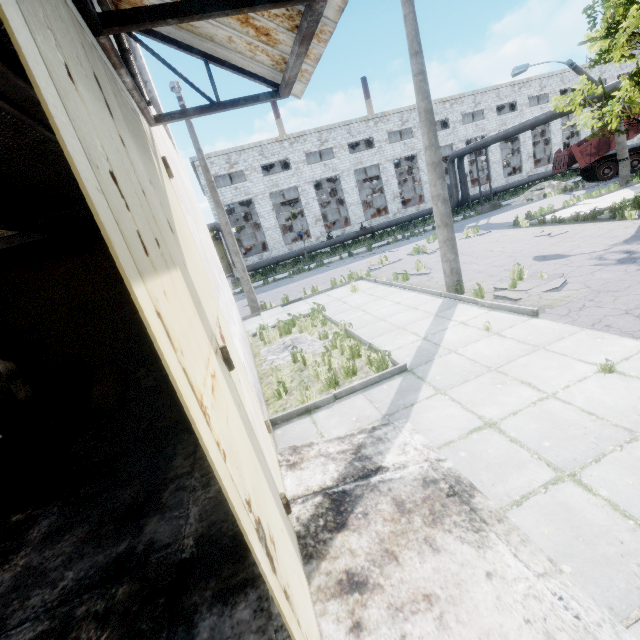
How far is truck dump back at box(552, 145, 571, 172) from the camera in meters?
23.6

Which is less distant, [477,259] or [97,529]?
[97,529]

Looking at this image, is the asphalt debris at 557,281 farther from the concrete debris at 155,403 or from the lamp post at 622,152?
the lamp post at 622,152

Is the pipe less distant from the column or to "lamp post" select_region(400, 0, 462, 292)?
"lamp post" select_region(400, 0, 462, 292)

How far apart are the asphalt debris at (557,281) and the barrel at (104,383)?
8.9 meters

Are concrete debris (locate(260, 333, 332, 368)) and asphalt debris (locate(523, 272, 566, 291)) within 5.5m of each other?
yes

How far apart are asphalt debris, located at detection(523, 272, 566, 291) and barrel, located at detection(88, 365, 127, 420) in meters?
8.9

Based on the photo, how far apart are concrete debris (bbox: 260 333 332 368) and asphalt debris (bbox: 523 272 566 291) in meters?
4.1 m
